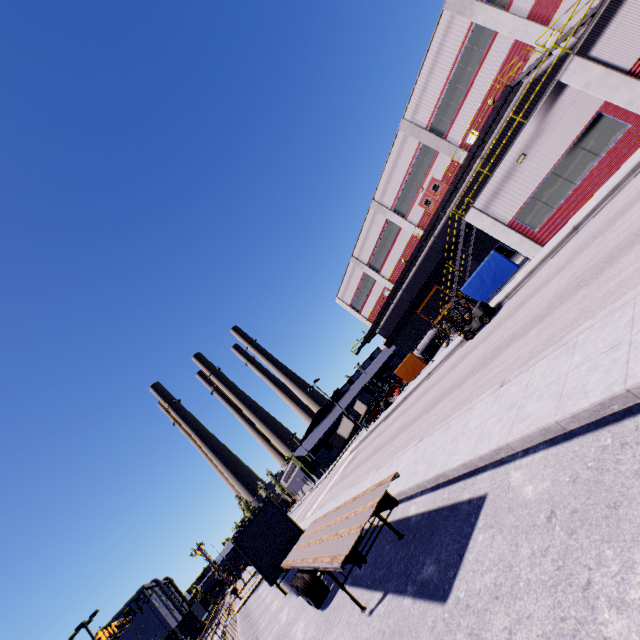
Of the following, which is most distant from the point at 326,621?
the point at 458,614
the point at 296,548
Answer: the point at 458,614

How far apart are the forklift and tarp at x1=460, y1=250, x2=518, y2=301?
3.3m

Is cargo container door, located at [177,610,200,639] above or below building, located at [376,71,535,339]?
below

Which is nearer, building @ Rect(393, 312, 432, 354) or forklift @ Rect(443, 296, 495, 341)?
forklift @ Rect(443, 296, 495, 341)

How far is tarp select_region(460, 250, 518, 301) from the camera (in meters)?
21.48

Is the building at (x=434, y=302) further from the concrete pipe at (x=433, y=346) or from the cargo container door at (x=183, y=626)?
the cargo container door at (x=183, y=626)

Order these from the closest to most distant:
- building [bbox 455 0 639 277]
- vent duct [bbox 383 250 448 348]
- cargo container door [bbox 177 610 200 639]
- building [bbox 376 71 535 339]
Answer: building [bbox 455 0 639 277] → building [bbox 376 71 535 339] → vent duct [bbox 383 250 448 348] → cargo container door [bbox 177 610 200 639]

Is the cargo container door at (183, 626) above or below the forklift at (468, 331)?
above
